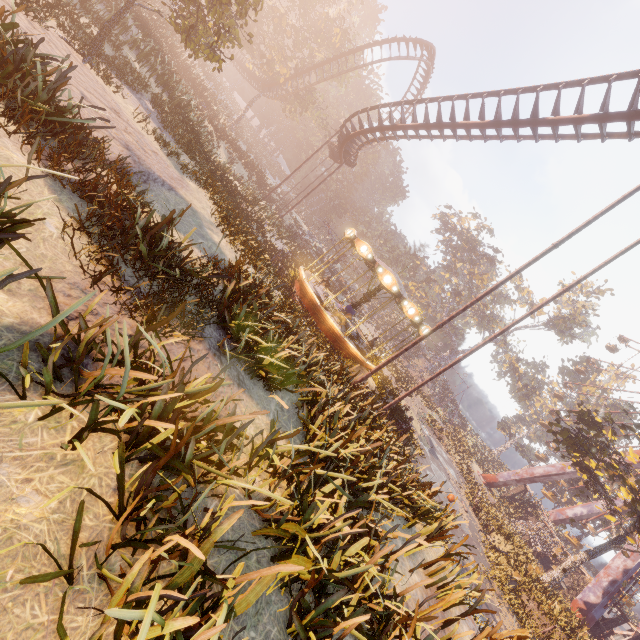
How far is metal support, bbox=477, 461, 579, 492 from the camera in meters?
35.7

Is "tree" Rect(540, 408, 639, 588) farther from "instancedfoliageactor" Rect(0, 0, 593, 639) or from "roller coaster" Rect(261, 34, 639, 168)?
"roller coaster" Rect(261, 34, 639, 168)

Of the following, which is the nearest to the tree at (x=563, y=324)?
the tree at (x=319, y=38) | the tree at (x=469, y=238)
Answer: the tree at (x=469, y=238)

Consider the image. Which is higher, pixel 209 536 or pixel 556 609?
pixel 209 536

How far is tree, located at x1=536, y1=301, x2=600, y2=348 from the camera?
55.2 meters

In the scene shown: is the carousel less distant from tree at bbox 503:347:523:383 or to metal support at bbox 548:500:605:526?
metal support at bbox 548:500:605:526

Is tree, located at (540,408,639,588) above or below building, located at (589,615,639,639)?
above

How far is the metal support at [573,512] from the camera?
36.95m
